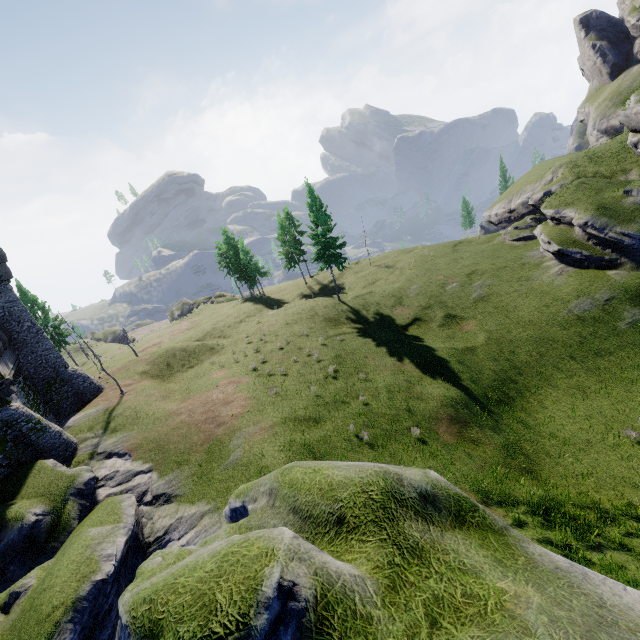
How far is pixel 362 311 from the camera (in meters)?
38.66
